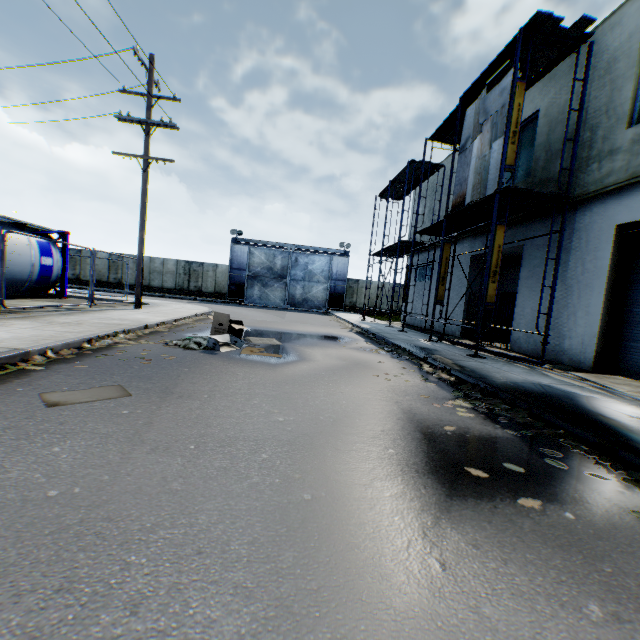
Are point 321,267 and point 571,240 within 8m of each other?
no

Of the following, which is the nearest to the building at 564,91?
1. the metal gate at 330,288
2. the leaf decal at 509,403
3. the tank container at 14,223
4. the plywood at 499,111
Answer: the plywood at 499,111

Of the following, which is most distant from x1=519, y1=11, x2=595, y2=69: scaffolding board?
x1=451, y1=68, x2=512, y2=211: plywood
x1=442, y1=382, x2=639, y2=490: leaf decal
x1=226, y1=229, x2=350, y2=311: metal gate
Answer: x1=226, y1=229, x2=350, y2=311: metal gate

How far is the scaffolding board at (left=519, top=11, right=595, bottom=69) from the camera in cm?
815

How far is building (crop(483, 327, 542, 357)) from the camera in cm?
1079

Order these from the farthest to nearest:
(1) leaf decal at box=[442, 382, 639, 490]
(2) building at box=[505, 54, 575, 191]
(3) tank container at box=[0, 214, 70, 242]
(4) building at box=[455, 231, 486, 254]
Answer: (4) building at box=[455, 231, 486, 254], (3) tank container at box=[0, 214, 70, 242], (2) building at box=[505, 54, 575, 191], (1) leaf decal at box=[442, 382, 639, 490]

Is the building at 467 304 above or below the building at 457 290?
below

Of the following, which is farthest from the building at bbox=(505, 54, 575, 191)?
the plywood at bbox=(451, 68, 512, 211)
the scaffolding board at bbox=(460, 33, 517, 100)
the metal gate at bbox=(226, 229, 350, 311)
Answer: the metal gate at bbox=(226, 229, 350, 311)
